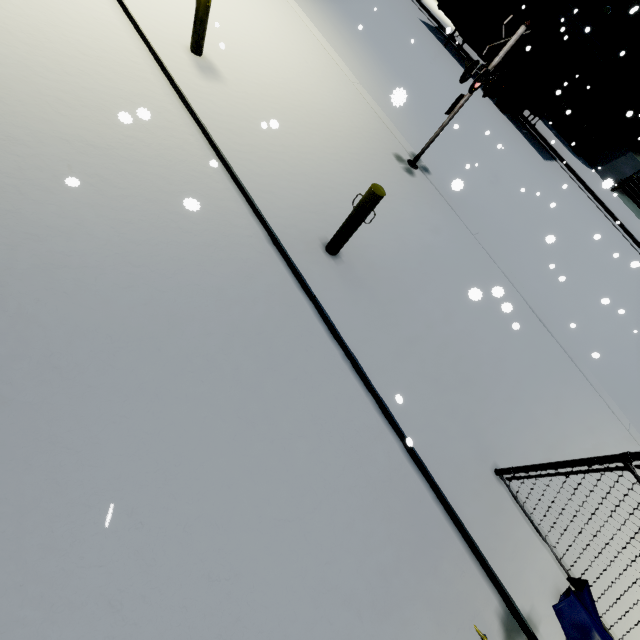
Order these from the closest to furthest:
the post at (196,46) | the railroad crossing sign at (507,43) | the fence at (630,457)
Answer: the fence at (630,457) → the post at (196,46) → the railroad crossing sign at (507,43)

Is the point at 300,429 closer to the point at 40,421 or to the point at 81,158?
the point at 40,421

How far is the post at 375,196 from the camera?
3.81m

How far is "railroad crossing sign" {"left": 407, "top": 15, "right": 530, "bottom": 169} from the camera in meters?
5.5 m

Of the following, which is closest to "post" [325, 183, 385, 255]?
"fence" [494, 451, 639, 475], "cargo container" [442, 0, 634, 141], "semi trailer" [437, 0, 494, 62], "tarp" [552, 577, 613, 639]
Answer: "cargo container" [442, 0, 634, 141]

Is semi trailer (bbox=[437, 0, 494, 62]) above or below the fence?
below

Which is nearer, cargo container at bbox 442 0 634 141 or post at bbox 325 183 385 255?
post at bbox 325 183 385 255

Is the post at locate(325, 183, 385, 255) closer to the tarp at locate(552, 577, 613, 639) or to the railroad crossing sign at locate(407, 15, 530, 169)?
the railroad crossing sign at locate(407, 15, 530, 169)
